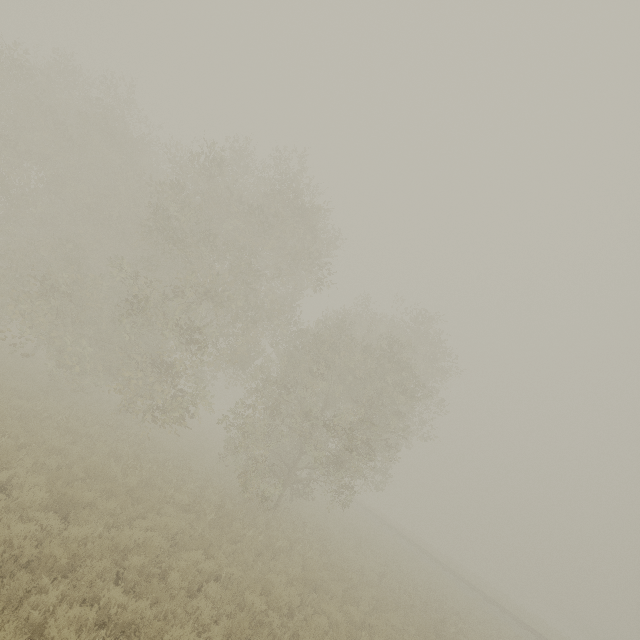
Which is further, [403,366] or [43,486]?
[403,366]
